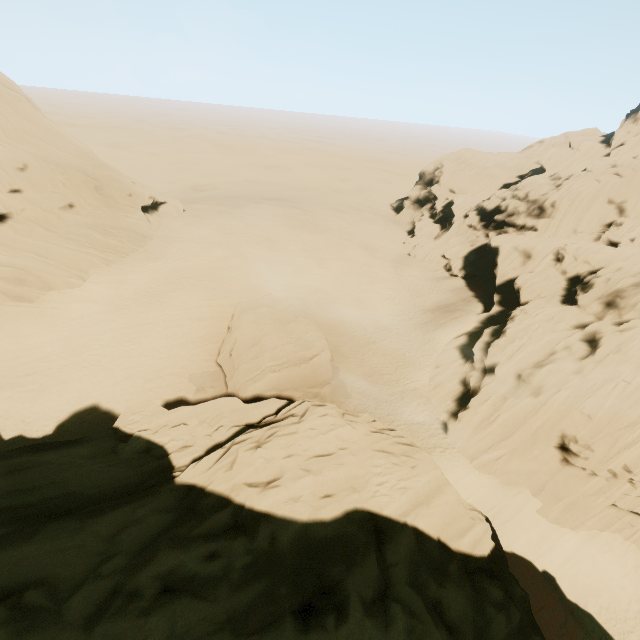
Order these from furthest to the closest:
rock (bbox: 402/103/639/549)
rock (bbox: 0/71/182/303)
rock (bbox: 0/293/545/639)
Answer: rock (bbox: 0/71/182/303) < rock (bbox: 402/103/639/549) < rock (bbox: 0/293/545/639)

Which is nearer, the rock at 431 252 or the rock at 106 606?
the rock at 106 606

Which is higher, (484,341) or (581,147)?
(581,147)

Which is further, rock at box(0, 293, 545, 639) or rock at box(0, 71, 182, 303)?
rock at box(0, 71, 182, 303)
